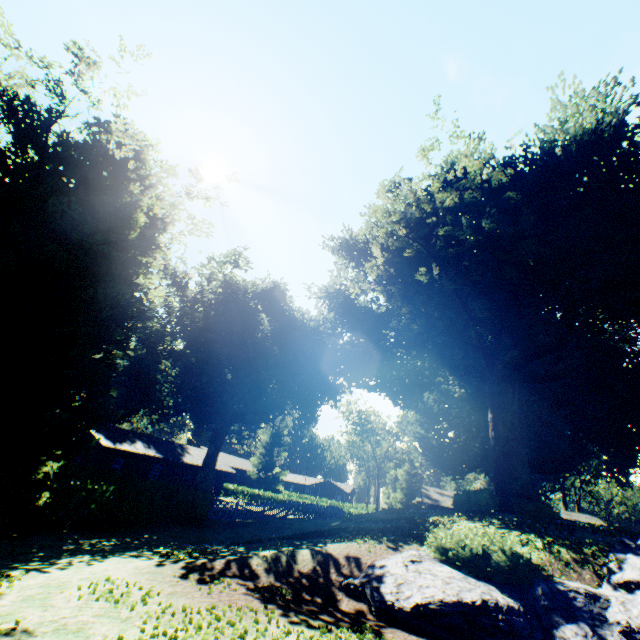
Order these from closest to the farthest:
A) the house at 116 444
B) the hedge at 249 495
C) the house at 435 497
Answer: the house at 116 444
the house at 435 497
the hedge at 249 495

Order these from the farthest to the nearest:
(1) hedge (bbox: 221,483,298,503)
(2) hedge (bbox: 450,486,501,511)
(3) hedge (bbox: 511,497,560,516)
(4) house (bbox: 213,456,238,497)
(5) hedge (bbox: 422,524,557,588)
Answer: (1) hedge (bbox: 221,483,298,503) < (4) house (bbox: 213,456,238,497) < (3) hedge (bbox: 511,497,560,516) < (2) hedge (bbox: 450,486,501,511) < (5) hedge (bbox: 422,524,557,588)

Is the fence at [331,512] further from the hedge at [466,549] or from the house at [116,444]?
the hedge at [466,549]

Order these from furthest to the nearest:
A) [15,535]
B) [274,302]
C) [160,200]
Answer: [274,302], [160,200], [15,535]

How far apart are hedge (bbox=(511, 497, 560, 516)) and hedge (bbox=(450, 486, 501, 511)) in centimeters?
283cm

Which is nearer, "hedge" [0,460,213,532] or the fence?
"hedge" [0,460,213,532]

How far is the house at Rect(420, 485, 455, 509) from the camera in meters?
41.6

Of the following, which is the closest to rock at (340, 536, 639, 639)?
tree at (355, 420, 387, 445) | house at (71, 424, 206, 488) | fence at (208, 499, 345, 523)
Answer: fence at (208, 499, 345, 523)
